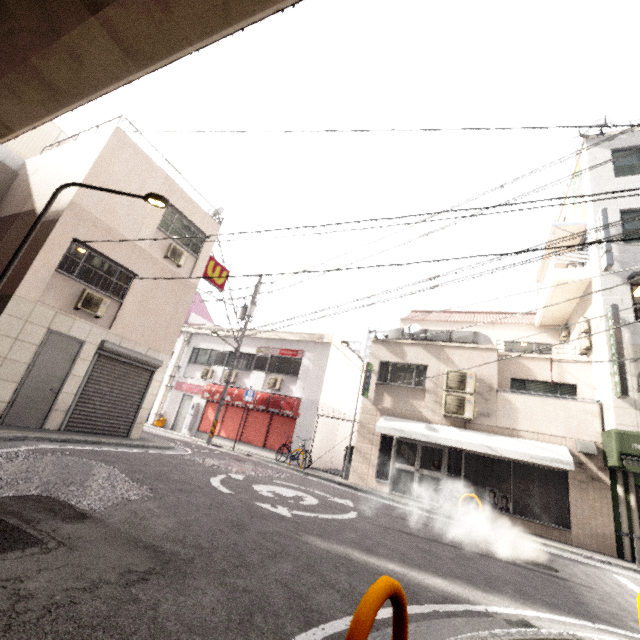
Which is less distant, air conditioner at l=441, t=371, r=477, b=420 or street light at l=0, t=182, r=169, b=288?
street light at l=0, t=182, r=169, b=288

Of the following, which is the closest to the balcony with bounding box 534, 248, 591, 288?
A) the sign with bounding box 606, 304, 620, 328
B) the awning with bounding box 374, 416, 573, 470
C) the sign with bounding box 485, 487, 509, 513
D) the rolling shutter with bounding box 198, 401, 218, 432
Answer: the sign with bounding box 606, 304, 620, 328

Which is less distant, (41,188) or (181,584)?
(181,584)

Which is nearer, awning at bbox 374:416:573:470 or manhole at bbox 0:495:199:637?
manhole at bbox 0:495:199:637

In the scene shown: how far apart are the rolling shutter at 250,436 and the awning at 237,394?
0.1m

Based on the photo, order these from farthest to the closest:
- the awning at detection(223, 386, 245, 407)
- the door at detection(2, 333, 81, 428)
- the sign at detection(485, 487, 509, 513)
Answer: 1. the awning at detection(223, 386, 245, 407)
2. the sign at detection(485, 487, 509, 513)
3. the door at detection(2, 333, 81, 428)

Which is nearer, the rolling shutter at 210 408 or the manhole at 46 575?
the manhole at 46 575

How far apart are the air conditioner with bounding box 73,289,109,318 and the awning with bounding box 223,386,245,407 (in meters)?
8.38
